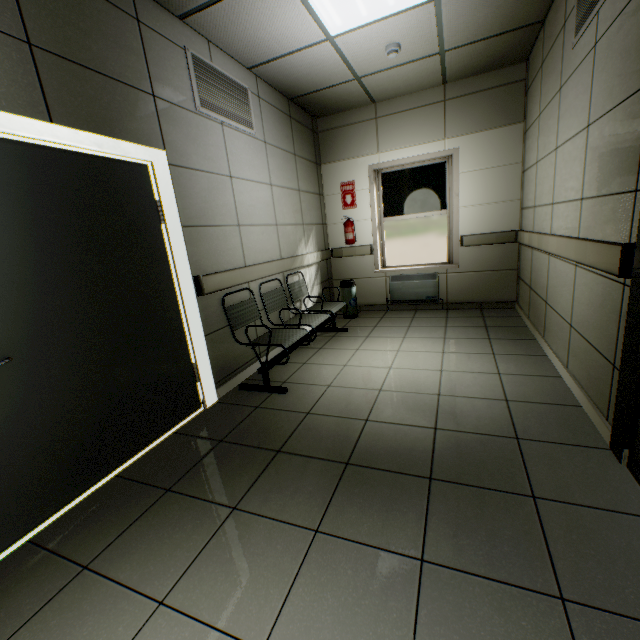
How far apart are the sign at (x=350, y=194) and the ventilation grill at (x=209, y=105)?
2.1m

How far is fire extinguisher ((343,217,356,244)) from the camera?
5.4m

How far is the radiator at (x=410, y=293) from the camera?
5.3m

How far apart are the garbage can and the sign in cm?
134

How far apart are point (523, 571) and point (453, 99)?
5.4 meters

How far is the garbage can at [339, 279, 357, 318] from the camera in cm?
532

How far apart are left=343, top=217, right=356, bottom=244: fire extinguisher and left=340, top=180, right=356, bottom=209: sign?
0.29m

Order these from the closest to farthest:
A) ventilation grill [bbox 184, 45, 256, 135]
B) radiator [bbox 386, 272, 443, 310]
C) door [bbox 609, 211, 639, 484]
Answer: door [bbox 609, 211, 639, 484] → ventilation grill [bbox 184, 45, 256, 135] → radiator [bbox 386, 272, 443, 310]
